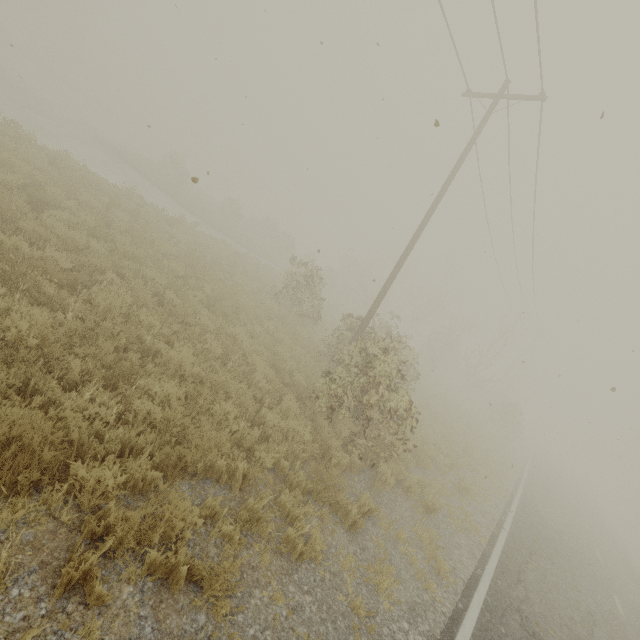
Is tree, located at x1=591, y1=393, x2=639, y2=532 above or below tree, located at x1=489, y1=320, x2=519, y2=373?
below

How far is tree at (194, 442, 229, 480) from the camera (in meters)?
4.53

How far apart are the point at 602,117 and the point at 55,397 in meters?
6.3 m

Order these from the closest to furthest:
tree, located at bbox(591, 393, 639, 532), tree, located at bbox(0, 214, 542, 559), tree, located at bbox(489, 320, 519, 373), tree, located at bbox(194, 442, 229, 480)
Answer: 1. tree, located at bbox(0, 214, 542, 559)
2. tree, located at bbox(194, 442, 229, 480)
3. tree, located at bbox(489, 320, 519, 373)
4. tree, located at bbox(591, 393, 639, 532)

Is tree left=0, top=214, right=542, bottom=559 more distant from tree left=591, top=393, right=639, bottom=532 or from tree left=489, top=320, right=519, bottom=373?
tree left=591, top=393, right=639, bottom=532

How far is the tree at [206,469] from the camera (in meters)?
4.53

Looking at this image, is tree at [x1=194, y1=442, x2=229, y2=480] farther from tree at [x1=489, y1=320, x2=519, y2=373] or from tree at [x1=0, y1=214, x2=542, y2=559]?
tree at [x1=489, y1=320, x2=519, y2=373]

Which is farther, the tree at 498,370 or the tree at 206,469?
the tree at 498,370
